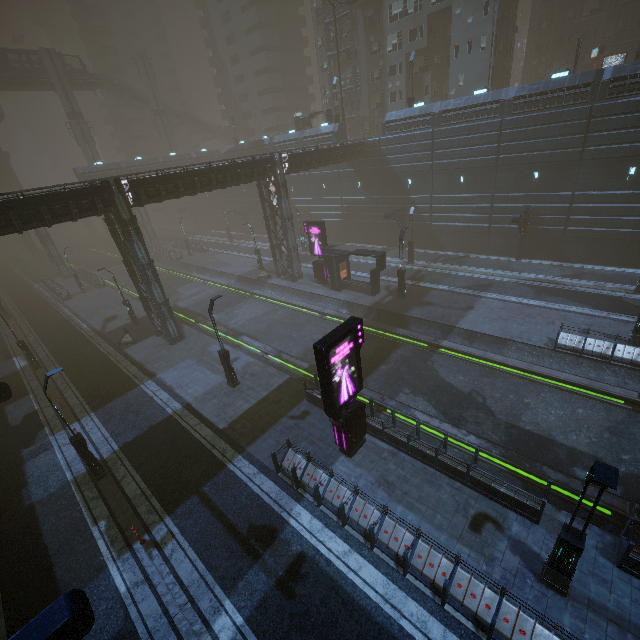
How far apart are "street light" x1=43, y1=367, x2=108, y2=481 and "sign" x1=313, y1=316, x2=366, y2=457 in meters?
10.2 m

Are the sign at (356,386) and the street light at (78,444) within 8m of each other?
no

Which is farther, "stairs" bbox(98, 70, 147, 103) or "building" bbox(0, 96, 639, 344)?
"stairs" bbox(98, 70, 147, 103)

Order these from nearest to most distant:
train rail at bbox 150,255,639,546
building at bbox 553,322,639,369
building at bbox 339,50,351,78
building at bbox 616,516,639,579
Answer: building at bbox 616,516,639,579, train rail at bbox 150,255,639,546, building at bbox 553,322,639,369, building at bbox 339,50,351,78

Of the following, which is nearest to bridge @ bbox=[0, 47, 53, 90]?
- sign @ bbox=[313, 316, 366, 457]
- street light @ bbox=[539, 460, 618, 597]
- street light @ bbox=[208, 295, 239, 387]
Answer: street light @ bbox=[208, 295, 239, 387]

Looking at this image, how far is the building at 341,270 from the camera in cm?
2619

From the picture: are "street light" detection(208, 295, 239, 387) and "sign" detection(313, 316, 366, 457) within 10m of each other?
yes

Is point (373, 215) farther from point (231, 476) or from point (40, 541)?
point (40, 541)
